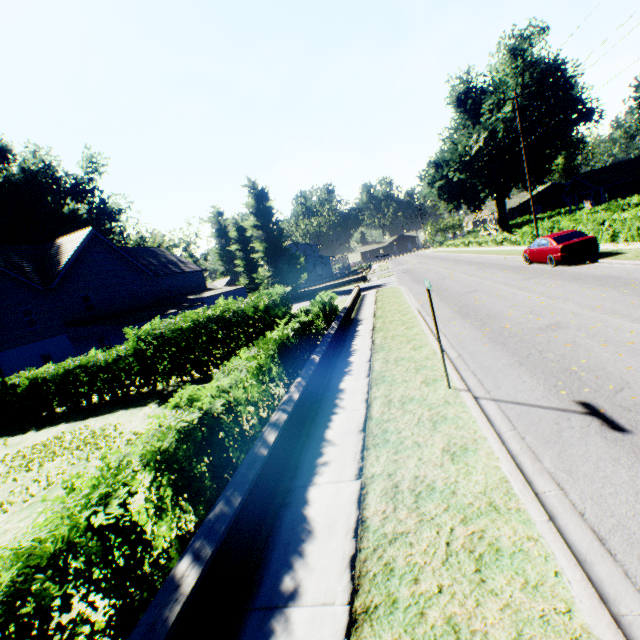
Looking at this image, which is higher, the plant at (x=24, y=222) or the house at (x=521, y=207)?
the plant at (x=24, y=222)

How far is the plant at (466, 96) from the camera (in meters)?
35.91

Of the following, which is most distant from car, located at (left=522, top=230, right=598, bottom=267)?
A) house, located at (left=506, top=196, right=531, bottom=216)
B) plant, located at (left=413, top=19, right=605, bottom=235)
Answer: house, located at (left=506, top=196, right=531, bottom=216)

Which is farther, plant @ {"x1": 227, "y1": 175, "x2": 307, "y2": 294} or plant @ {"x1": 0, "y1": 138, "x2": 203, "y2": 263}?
plant @ {"x1": 227, "y1": 175, "x2": 307, "y2": 294}

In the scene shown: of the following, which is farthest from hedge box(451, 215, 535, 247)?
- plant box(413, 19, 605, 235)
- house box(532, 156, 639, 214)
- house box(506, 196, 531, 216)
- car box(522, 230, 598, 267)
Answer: house box(506, 196, 531, 216)

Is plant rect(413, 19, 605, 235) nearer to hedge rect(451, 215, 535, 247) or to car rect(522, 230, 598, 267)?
hedge rect(451, 215, 535, 247)

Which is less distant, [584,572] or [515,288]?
[584,572]

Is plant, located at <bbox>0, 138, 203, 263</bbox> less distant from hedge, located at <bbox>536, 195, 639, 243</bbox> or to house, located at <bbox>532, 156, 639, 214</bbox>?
hedge, located at <bbox>536, 195, 639, 243</bbox>
